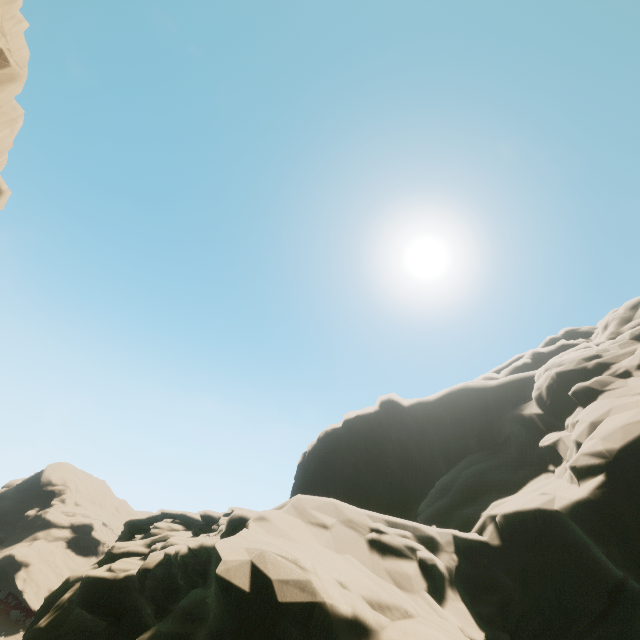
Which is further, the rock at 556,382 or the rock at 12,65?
the rock at 12,65

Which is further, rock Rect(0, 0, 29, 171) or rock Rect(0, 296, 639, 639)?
rock Rect(0, 0, 29, 171)

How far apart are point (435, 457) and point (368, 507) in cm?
701

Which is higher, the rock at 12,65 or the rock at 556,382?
the rock at 12,65

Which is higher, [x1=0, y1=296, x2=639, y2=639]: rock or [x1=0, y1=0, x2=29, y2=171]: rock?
[x1=0, y1=0, x2=29, y2=171]: rock
